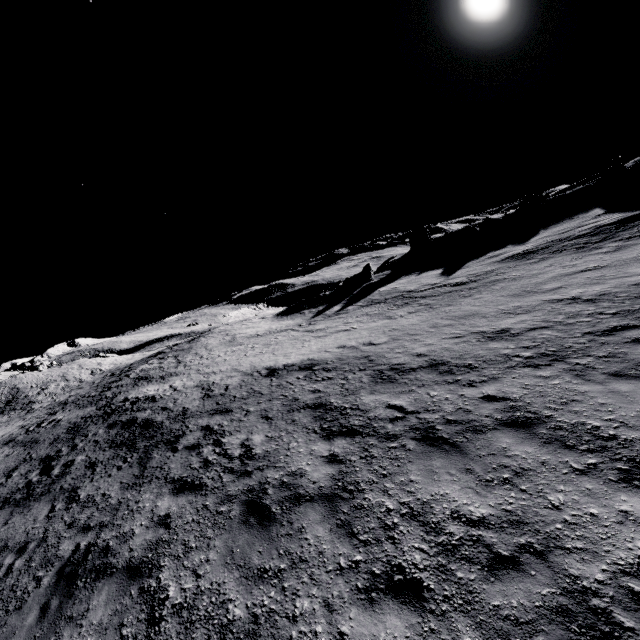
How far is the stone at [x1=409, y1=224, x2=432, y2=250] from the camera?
47.34m

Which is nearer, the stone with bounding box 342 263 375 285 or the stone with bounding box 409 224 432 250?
the stone with bounding box 342 263 375 285

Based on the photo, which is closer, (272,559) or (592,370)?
(272,559)

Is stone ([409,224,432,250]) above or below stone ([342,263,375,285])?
above

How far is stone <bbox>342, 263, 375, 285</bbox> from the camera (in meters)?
38.84

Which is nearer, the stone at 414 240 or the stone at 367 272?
the stone at 367 272

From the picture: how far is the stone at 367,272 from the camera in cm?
3884
